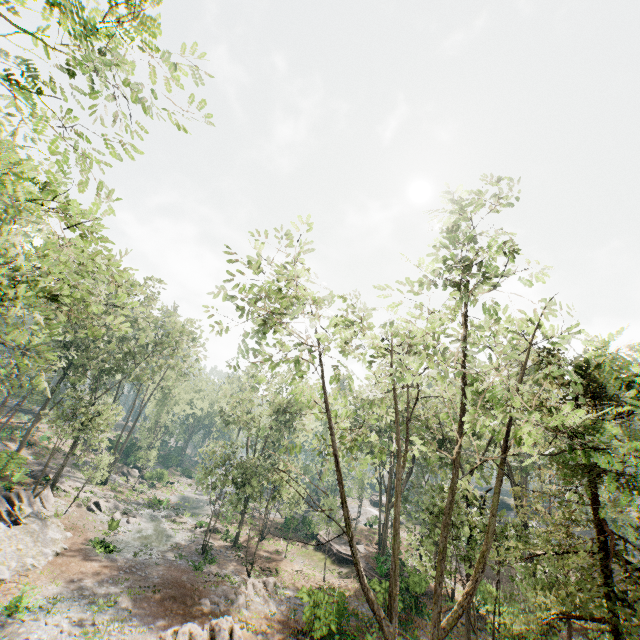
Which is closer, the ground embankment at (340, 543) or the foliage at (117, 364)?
the foliage at (117, 364)

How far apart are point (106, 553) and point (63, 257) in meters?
29.7

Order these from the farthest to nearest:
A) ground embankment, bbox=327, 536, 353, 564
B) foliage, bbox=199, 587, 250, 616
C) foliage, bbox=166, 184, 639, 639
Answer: ground embankment, bbox=327, 536, 353, 564 < foliage, bbox=199, 587, 250, 616 < foliage, bbox=166, 184, 639, 639

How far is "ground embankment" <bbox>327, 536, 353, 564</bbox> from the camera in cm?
3341

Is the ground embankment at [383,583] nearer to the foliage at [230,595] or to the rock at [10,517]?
the foliage at [230,595]

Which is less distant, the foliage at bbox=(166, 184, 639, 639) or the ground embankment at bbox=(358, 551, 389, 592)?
the foliage at bbox=(166, 184, 639, 639)

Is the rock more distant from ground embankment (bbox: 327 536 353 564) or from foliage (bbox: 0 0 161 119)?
ground embankment (bbox: 327 536 353 564)
